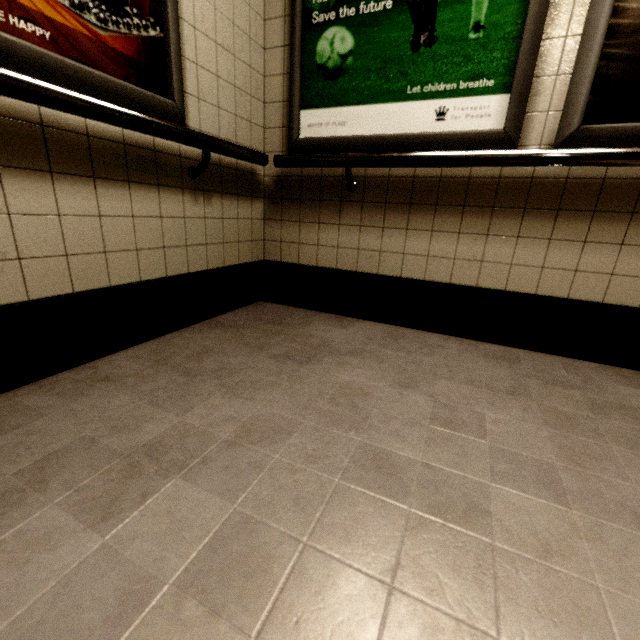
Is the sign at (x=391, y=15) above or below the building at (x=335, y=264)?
above

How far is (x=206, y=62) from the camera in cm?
162

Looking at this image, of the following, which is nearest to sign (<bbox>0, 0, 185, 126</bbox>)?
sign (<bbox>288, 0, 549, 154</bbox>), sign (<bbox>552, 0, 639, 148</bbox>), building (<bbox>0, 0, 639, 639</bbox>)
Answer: building (<bbox>0, 0, 639, 639</bbox>)

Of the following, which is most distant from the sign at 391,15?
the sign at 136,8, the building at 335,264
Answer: the sign at 136,8

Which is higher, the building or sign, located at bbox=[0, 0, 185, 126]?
sign, located at bbox=[0, 0, 185, 126]

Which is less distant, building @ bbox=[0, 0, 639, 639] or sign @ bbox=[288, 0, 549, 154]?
building @ bbox=[0, 0, 639, 639]

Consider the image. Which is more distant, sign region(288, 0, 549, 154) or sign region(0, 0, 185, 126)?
sign region(288, 0, 549, 154)

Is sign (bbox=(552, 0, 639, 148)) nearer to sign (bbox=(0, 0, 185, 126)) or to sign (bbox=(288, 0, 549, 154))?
sign (bbox=(288, 0, 549, 154))
